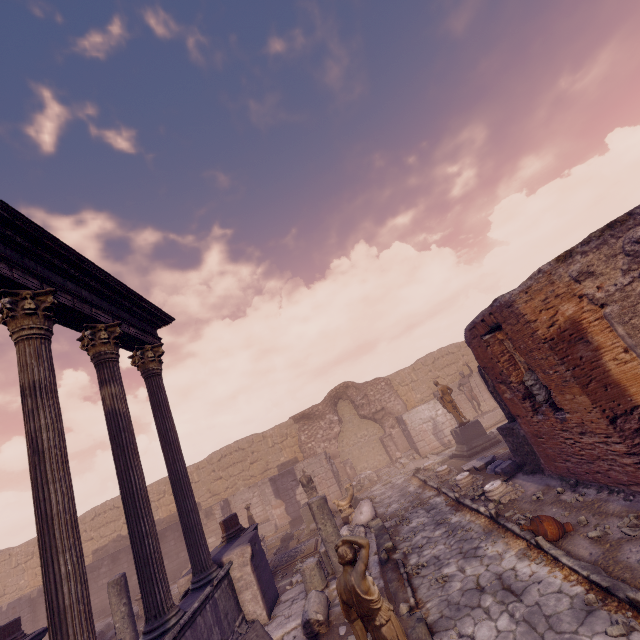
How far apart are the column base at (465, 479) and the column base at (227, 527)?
6.35m

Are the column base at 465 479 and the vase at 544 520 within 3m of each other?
no

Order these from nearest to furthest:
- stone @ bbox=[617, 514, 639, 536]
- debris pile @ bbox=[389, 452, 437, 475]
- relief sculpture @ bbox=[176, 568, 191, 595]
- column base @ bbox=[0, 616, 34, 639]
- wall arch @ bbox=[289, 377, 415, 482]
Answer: stone @ bbox=[617, 514, 639, 536]
relief sculpture @ bbox=[176, 568, 191, 595]
column base @ bbox=[0, 616, 34, 639]
debris pile @ bbox=[389, 452, 437, 475]
wall arch @ bbox=[289, 377, 415, 482]

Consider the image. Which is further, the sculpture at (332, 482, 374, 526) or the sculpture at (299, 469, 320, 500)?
the sculpture at (299, 469, 320, 500)

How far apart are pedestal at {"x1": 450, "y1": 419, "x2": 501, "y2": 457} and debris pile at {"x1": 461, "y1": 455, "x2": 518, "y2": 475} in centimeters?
279cm

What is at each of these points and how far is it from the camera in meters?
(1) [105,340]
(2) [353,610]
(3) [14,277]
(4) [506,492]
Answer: (1) column, 6.6 m
(2) sculpture, 3.7 m
(3) entablature, 4.9 m
(4) column base, 7.8 m

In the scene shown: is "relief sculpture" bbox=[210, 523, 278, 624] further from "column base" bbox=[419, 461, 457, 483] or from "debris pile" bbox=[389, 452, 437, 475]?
"debris pile" bbox=[389, 452, 437, 475]

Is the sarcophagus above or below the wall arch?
below
